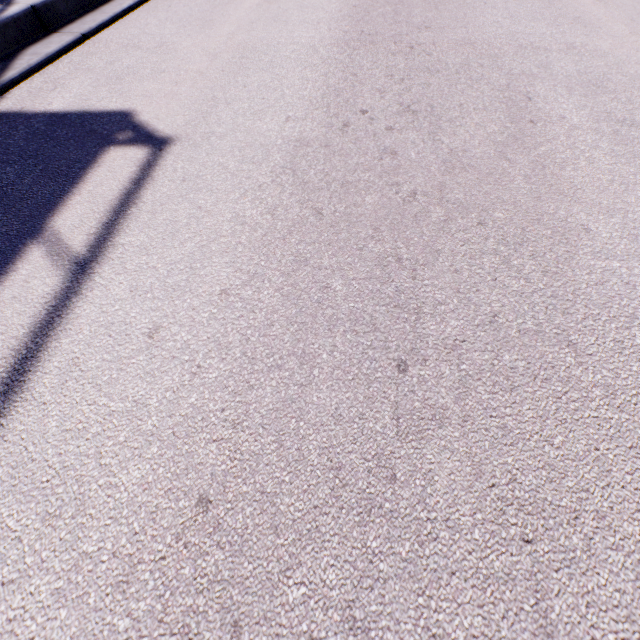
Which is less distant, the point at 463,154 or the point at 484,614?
the point at 484,614
